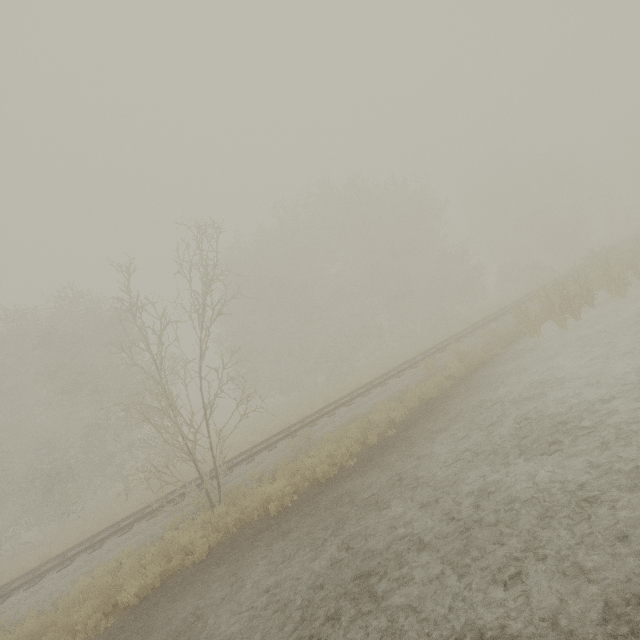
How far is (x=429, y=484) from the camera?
6.9 meters
